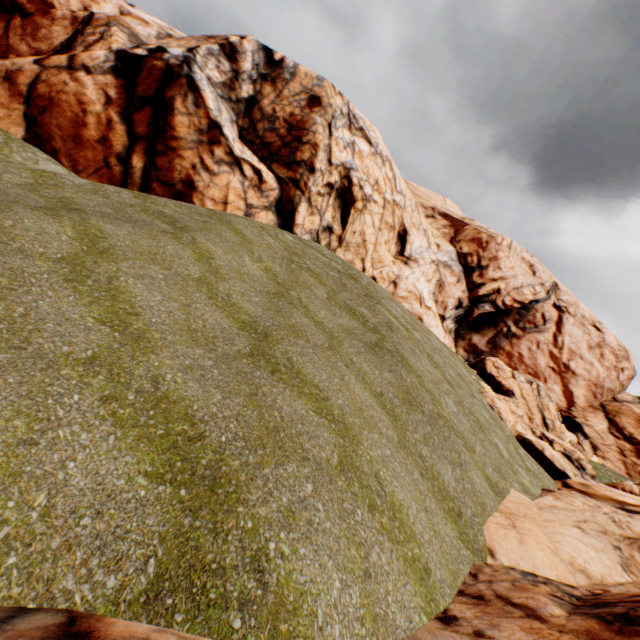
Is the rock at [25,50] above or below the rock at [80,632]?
above

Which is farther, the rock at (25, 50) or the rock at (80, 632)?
the rock at (25, 50)

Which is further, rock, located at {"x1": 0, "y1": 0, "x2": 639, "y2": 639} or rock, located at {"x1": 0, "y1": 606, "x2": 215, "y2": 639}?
rock, located at {"x1": 0, "y1": 0, "x2": 639, "y2": 639}

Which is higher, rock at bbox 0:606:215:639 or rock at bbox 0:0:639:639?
rock at bbox 0:0:639:639

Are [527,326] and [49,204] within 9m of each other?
no
